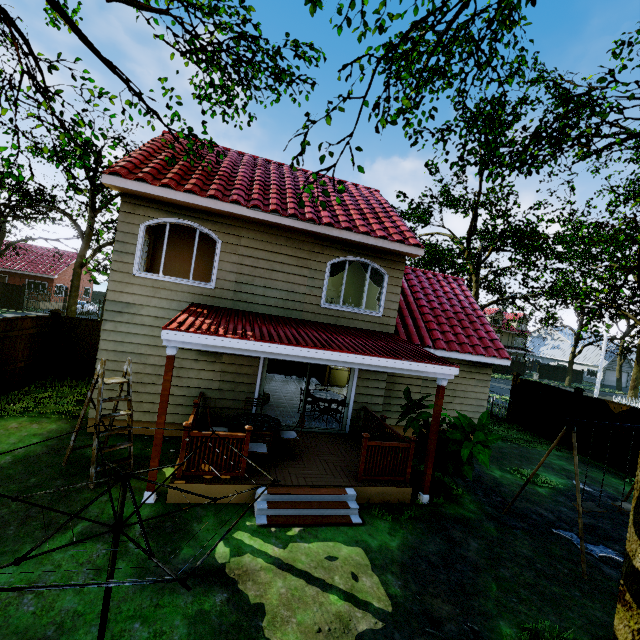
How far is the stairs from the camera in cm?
584

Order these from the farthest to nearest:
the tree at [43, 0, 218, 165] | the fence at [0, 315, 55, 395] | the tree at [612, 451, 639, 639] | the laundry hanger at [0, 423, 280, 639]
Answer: the fence at [0, 315, 55, 395] → the tree at [43, 0, 218, 165] → the tree at [612, 451, 639, 639] → the laundry hanger at [0, 423, 280, 639]

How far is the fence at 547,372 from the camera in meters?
46.6 m

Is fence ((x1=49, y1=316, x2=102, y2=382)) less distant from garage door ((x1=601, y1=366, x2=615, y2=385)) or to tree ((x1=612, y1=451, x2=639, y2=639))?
tree ((x1=612, y1=451, x2=639, y2=639))

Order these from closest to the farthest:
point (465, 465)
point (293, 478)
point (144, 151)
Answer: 1. point (293, 478)
2. point (465, 465)
3. point (144, 151)

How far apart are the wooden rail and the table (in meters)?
1.99

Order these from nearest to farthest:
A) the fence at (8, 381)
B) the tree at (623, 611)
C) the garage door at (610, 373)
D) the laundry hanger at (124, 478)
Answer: the laundry hanger at (124, 478), the tree at (623, 611), the fence at (8, 381), the garage door at (610, 373)

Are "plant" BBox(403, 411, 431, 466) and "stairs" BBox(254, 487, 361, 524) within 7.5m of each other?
yes
